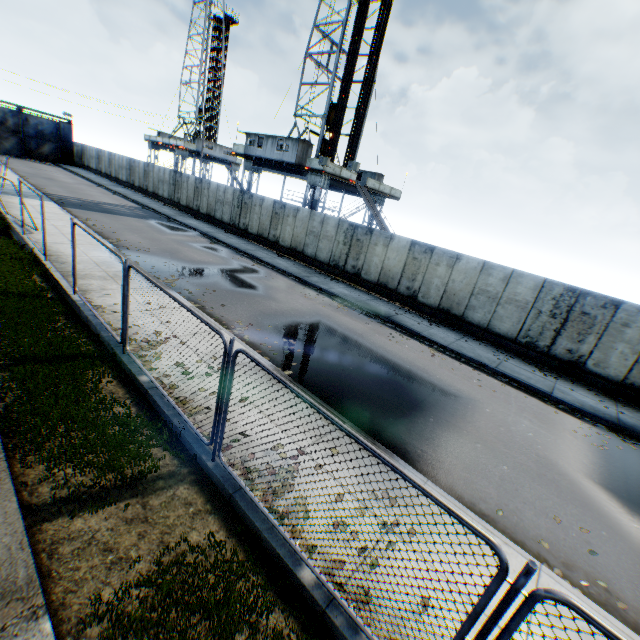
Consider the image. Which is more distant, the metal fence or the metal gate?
the metal gate

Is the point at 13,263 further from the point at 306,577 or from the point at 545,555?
the point at 545,555

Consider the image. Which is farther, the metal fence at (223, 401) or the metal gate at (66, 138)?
the metal gate at (66, 138)
